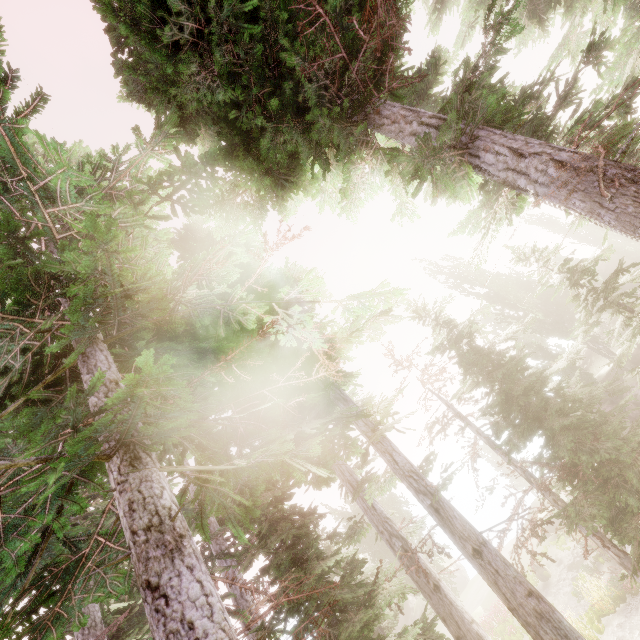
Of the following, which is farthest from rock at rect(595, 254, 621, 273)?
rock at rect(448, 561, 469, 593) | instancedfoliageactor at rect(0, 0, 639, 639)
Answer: rock at rect(448, 561, 469, 593)

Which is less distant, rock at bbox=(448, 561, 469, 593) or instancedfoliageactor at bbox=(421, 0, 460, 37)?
instancedfoliageactor at bbox=(421, 0, 460, 37)

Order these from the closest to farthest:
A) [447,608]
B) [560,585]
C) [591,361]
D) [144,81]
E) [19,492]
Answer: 1. [19,492]
2. [144,81]
3. [447,608]
4. [560,585]
5. [591,361]

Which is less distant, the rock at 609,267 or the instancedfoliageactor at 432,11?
the instancedfoliageactor at 432,11

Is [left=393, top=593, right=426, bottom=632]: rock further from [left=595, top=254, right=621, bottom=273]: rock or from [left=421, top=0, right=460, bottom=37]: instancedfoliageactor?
[left=595, top=254, right=621, bottom=273]: rock

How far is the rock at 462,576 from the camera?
38.3m
